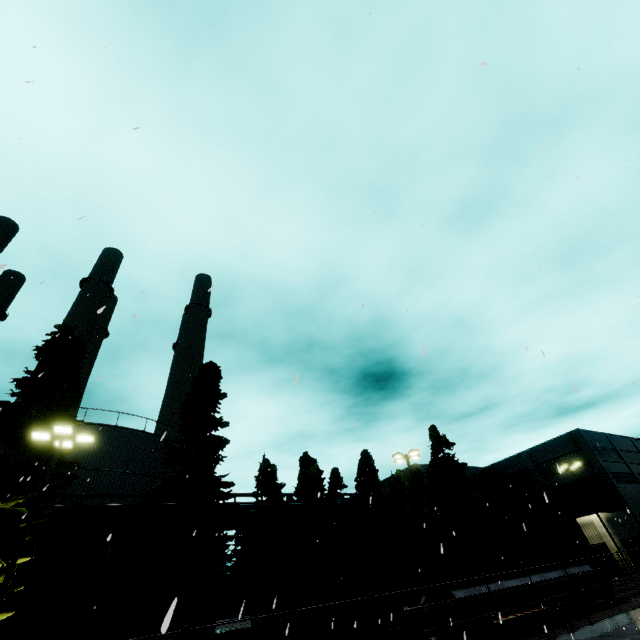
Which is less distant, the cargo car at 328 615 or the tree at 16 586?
the cargo car at 328 615

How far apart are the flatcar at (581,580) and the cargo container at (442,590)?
0.02m

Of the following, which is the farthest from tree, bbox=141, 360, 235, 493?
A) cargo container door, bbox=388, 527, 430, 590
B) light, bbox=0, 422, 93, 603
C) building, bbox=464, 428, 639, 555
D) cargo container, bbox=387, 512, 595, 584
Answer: building, bbox=464, 428, 639, 555

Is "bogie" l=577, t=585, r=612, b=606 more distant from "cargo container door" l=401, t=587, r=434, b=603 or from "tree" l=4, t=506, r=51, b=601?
"tree" l=4, t=506, r=51, b=601

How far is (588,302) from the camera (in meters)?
9.49

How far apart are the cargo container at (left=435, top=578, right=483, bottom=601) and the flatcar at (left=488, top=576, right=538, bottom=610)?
0.02m

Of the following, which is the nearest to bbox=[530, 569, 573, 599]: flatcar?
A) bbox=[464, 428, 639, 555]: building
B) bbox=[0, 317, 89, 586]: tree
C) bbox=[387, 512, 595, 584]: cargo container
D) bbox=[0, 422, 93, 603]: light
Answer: bbox=[387, 512, 595, 584]: cargo container

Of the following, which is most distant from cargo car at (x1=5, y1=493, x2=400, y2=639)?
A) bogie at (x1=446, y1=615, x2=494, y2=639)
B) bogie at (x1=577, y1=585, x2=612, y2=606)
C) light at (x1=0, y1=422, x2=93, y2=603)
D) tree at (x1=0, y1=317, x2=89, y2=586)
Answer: bogie at (x1=577, y1=585, x2=612, y2=606)
